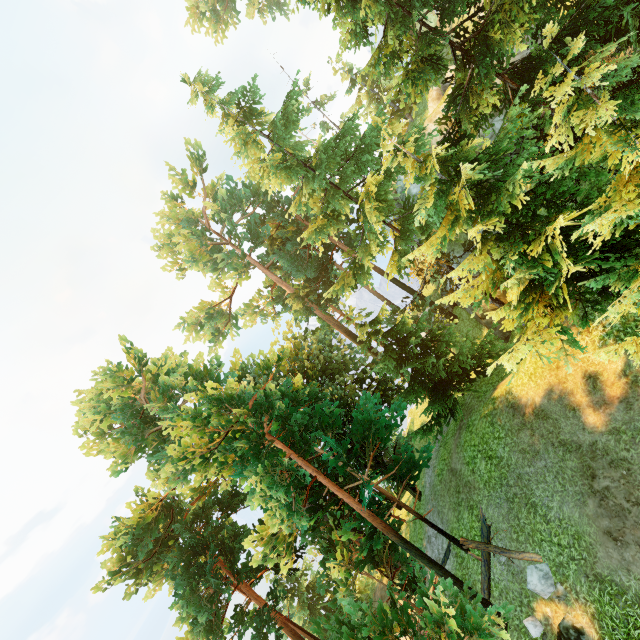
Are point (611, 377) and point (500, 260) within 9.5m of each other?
yes

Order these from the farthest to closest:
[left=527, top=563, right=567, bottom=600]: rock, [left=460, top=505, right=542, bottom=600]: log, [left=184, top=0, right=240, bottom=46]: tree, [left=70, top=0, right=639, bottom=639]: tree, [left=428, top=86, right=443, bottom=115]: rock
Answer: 1. [left=184, top=0, right=240, bottom=46]: tree
2. [left=428, top=86, right=443, bottom=115]: rock
3. [left=460, top=505, right=542, bottom=600]: log
4. [left=527, top=563, right=567, bottom=600]: rock
5. [left=70, top=0, right=639, bottom=639]: tree

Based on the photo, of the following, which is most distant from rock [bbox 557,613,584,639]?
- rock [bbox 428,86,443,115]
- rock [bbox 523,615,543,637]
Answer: rock [bbox 428,86,443,115]

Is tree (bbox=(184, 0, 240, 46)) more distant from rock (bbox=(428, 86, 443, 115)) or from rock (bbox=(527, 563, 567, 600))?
rock (bbox=(428, 86, 443, 115))

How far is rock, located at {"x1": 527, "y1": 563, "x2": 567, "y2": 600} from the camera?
10.0 meters

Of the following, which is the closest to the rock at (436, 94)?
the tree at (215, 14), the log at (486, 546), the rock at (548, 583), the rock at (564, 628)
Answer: the tree at (215, 14)

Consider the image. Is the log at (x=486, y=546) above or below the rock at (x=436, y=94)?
below

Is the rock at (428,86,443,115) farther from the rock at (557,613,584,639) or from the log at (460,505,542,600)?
the rock at (557,613,584,639)
